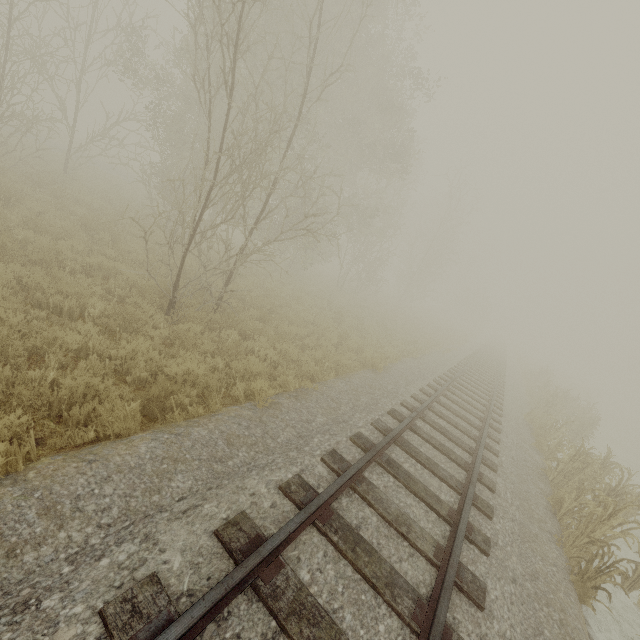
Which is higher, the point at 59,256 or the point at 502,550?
the point at 502,550
